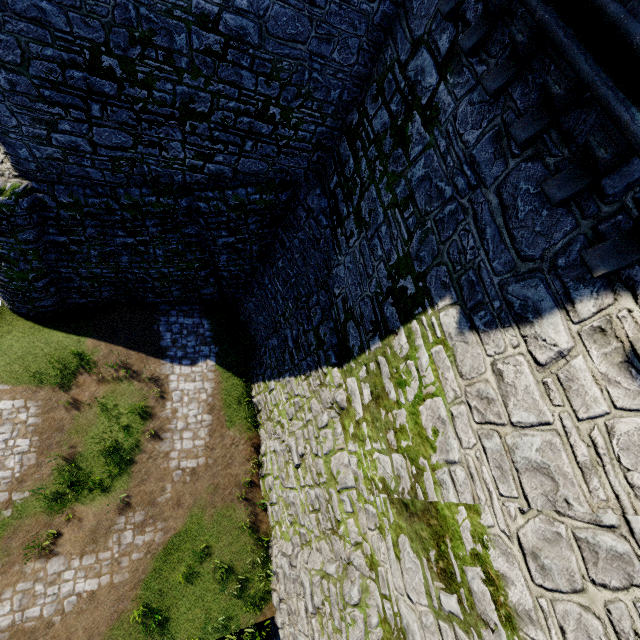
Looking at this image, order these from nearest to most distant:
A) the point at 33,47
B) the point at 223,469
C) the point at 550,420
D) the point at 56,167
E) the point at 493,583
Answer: the point at 550,420 < the point at 493,583 < the point at 33,47 < the point at 56,167 < the point at 223,469
